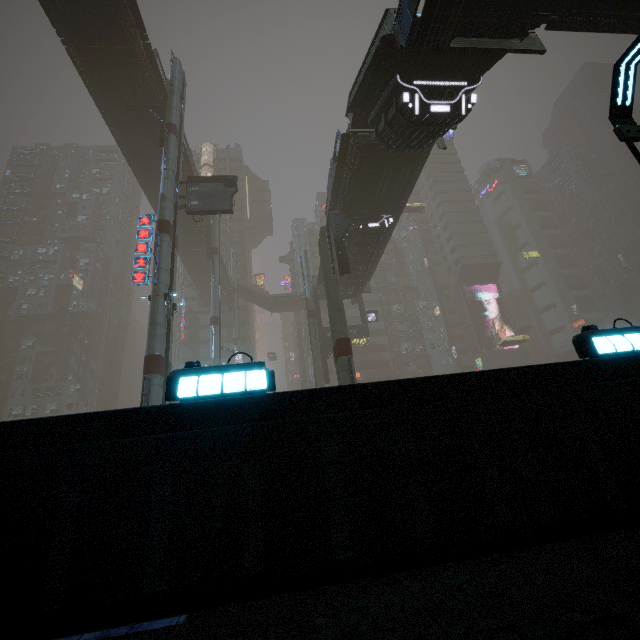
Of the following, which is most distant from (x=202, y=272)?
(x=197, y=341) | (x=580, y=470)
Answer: (x=580, y=470)

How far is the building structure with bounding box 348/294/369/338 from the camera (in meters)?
36.78

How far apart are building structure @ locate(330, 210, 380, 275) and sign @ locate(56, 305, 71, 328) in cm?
5534

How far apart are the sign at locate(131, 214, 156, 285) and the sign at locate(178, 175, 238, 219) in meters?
3.7 m

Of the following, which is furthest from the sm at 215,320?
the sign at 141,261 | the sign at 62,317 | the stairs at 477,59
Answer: the sign at 62,317

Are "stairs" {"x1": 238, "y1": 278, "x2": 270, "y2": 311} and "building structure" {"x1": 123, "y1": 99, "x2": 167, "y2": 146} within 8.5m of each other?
no

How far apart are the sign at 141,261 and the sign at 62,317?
47.52m

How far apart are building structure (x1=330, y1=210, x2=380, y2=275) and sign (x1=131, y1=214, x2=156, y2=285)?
11.9 meters
